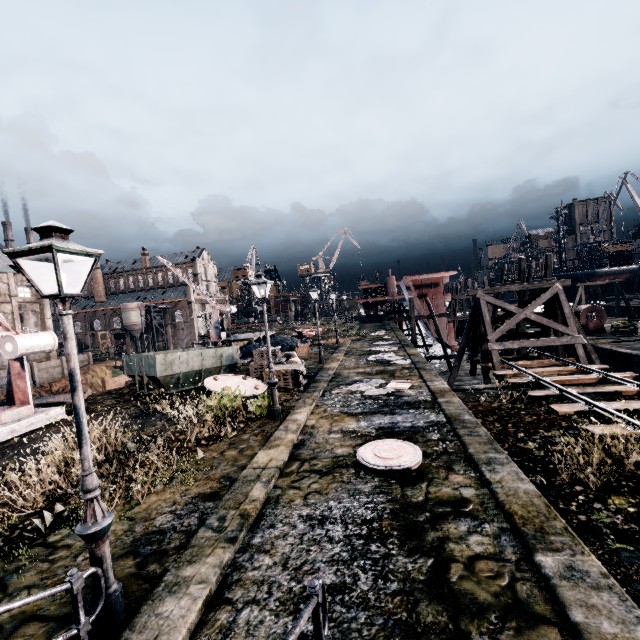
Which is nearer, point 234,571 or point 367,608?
point 367,608

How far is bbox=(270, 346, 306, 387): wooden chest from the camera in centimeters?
1755cm

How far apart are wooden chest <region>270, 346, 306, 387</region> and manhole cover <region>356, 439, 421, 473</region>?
8.21m

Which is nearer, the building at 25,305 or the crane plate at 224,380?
the crane plate at 224,380

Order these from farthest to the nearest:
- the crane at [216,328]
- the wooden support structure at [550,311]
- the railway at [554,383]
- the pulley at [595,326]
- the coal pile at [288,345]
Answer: the crane at [216,328] → the coal pile at [288,345] → the pulley at [595,326] → the wooden support structure at [550,311] → the railway at [554,383]

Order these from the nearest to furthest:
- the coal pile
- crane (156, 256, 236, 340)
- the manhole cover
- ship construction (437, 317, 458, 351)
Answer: the manhole cover
the coal pile
ship construction (437, 317, 458, 351)
crane (156, 256, 236, 340)

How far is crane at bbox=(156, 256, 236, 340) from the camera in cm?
4184

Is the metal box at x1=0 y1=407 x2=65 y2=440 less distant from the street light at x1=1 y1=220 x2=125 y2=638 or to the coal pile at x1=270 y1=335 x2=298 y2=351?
the street light at x1=1 y1=220 x2=125 y2=638
